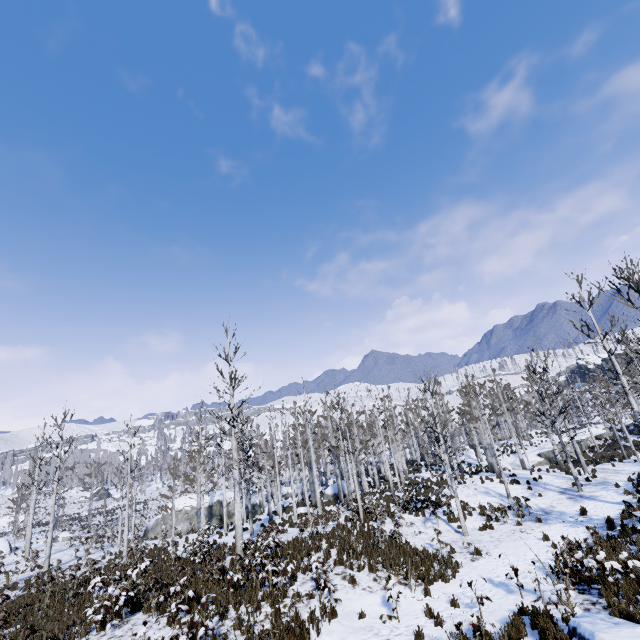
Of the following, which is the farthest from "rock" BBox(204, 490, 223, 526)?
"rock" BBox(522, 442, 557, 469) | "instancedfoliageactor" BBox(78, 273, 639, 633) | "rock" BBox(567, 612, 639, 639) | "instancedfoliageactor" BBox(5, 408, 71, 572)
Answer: "rock" BBox(567, 612, 639, 639)

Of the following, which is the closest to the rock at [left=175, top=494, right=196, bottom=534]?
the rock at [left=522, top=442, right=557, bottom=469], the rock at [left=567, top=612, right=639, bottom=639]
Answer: the rock at [left=522, top=442, right=557, bottom=469]

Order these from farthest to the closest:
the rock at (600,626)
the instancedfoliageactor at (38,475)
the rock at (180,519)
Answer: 1. the rock at (180,519)
2. the instancedfoliageactor at (38,475)
3. the rock at (600,626)

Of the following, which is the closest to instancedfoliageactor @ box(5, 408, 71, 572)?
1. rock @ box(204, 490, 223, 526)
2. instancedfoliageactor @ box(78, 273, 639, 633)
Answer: rock @ box(204, 490, 223, 526)

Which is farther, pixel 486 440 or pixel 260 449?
pixel 260 449

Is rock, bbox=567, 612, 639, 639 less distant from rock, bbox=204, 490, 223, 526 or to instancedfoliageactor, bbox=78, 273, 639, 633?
instancedfoliageactor, bbox=78, 273, 639, 633

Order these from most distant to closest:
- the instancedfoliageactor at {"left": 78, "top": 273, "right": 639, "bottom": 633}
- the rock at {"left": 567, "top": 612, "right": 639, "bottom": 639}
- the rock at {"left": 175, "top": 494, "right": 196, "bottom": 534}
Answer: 1. the rock at {"left": 175, "top": 494, "right": 196, "bottom": 534}
2. the instancedfoliageactor at {"left": 78, "top": 273, "right": 639, "bottom": 633}
3. the rock at {"left": 567, "top": 612, "right": 639, "bottom": 639}

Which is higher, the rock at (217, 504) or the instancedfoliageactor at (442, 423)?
the instancedfoliageactor at (442, 423)
